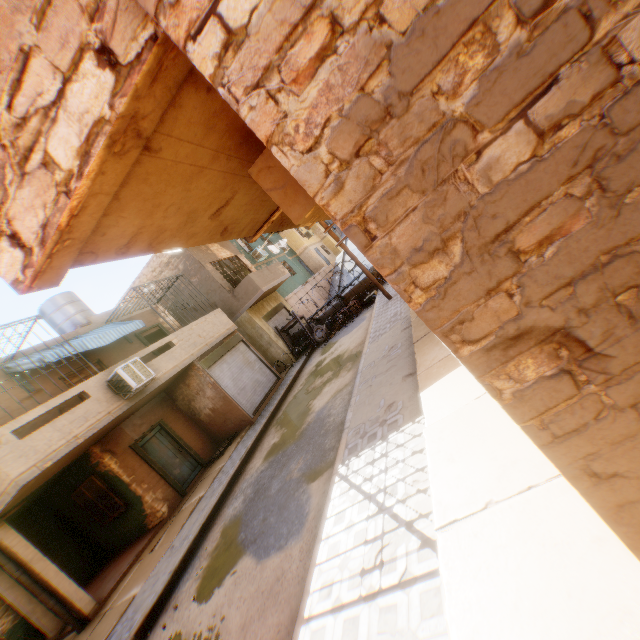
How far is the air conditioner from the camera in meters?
9.3

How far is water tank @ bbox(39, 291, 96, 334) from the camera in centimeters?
1410cm

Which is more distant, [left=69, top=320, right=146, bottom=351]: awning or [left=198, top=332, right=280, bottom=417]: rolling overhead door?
[left=198, top=332, right=280, bottom=417]: rolling overhead door

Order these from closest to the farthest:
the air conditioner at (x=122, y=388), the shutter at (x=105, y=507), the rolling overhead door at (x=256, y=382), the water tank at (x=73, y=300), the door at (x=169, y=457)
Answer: the air conditioner at (x=122, y=388)
the shutter at (x=105, y=507)
the door at (x=169, y=457)
the rolling overhead door at (x=256, y=382)
the water tank at (x=73, y=300)

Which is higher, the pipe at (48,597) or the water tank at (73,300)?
the water tank at (73,300)

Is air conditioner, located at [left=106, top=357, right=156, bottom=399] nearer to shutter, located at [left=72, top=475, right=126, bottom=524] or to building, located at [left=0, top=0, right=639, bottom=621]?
building, located at [left=0, top=0, right=639, bottom=621]

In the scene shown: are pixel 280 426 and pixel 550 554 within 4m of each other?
no

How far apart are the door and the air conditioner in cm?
278
